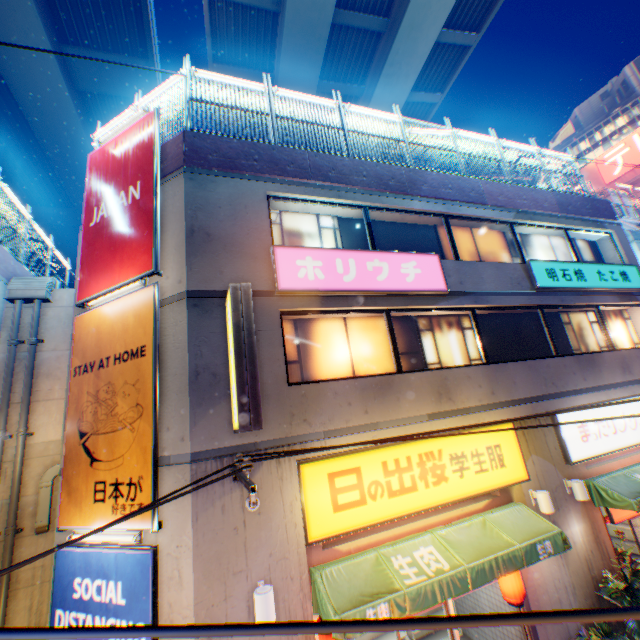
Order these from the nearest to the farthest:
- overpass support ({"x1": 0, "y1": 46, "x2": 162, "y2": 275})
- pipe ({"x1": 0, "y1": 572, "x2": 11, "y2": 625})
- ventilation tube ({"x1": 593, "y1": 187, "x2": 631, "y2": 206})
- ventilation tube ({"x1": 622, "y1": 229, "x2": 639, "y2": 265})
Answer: pipe ({"x1": 0, "y1": 572, "x2": 11, "y2": 625}), ventilation tube ({"x1": 622, "y1": 229, "x2": 639, "y2": 265}), overpass support ({"x1": 0, "y1": 46, "x2": 162, "y2": 275}), ventilation tube ({"x1": 593, "y1": 187, "x2": 631, "y2": 206})

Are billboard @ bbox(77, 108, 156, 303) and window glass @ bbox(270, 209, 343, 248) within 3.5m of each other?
yes

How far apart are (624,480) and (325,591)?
8.5m

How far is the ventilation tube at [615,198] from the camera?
25.1 meters

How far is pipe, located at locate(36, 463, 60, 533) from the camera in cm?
901

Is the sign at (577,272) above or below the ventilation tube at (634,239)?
below

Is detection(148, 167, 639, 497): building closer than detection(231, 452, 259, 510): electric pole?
No

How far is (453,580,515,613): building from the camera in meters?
7.5 m
